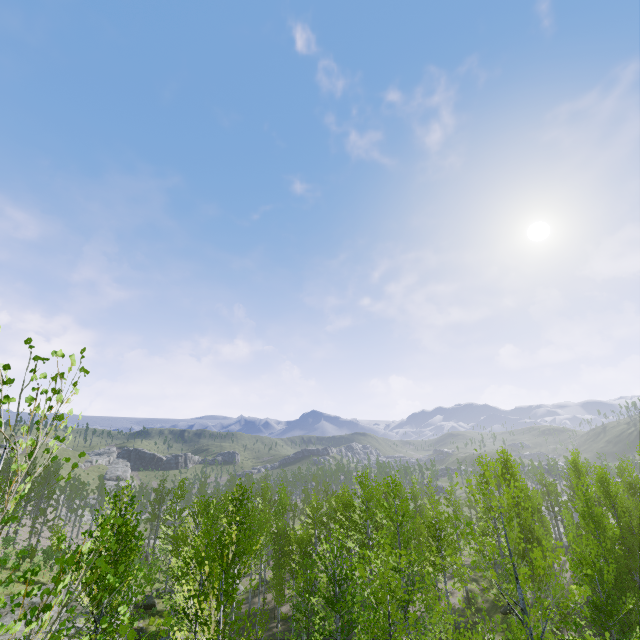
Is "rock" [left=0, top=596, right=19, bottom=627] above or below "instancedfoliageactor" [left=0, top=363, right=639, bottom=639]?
below

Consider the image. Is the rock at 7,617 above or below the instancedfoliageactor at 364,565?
below

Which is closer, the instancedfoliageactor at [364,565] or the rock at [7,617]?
the instancedfoliageactor at [364,565]

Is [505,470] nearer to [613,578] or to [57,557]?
[613,578]

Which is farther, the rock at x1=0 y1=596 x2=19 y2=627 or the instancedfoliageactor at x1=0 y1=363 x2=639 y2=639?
the rock at x1=0 y1=596 x2=19 y2=627
